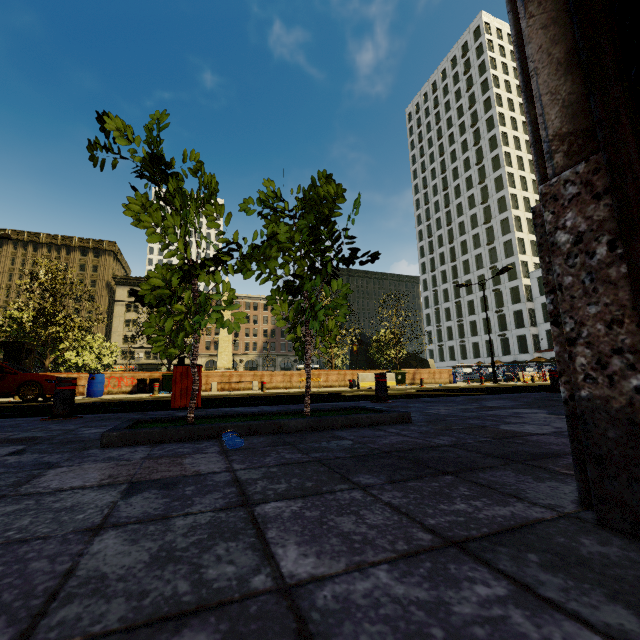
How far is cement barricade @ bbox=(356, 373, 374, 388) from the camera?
17.8 meters

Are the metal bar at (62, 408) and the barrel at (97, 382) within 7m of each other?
no

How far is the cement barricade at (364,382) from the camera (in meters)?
17.84

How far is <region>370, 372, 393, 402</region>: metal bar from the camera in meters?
6.0

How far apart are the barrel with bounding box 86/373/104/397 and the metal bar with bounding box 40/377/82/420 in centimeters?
1115cm

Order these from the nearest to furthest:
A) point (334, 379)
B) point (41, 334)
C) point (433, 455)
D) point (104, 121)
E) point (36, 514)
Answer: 1. point (36, 514)
2. point (433, 455)
3. point (104, 121)
4. point (41, 334)
5. point (334, 379)

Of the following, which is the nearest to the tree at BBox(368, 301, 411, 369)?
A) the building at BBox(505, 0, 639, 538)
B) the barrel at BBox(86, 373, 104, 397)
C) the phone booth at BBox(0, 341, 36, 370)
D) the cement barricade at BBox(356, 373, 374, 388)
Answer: the phone booth at BBox(0, 341, 36, 370)

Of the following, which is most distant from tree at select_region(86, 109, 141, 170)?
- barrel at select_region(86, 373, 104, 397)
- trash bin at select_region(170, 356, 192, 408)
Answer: barrel at select_region(86, 373, 104, 397)
